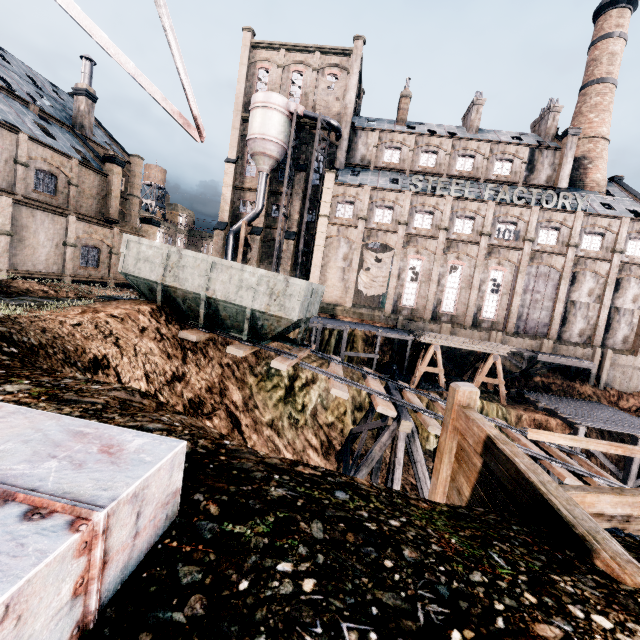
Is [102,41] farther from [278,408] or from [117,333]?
[278,408]

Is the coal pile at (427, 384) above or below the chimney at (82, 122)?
below

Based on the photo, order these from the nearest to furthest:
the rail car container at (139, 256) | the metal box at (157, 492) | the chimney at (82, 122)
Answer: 1. the metal box at (157, 492)
2. the rail car container at (139, 256)
3. the chimney at (82, 122)

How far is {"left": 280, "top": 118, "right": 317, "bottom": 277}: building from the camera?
40.8m

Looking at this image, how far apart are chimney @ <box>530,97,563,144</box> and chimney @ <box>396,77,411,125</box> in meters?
16.8

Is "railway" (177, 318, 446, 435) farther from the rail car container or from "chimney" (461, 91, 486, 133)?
"chimney" (461, 91, 486, 133)

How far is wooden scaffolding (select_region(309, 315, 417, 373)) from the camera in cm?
2884

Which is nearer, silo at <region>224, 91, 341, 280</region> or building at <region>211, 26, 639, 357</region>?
building at <region>211, 26, 639, 357</region>
